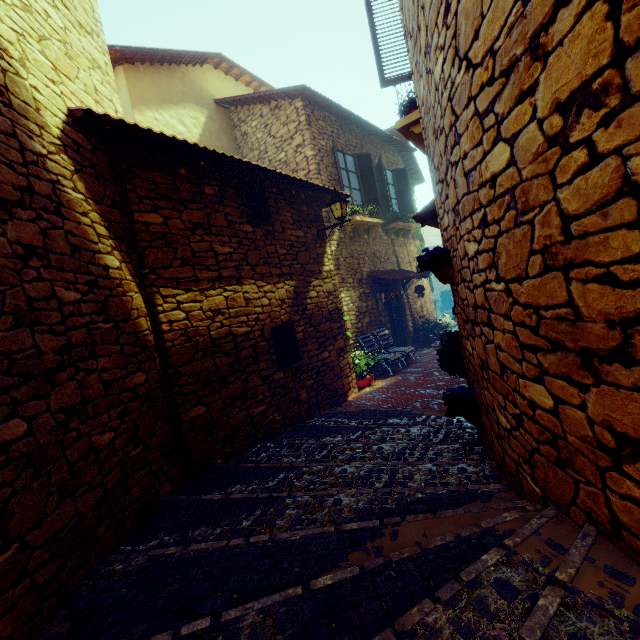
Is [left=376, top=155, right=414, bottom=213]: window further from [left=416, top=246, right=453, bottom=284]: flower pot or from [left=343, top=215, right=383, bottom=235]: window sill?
[left=416, top=246, right=453, bottom=284]: flower pot

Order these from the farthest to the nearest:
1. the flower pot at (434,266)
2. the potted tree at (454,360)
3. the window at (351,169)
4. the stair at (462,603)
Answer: the window at (351,169), the potted tree at (454,360), the flower pot at (434,266), the stair at (462,603)

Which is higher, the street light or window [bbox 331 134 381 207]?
window [bbox 331 134 381 207]

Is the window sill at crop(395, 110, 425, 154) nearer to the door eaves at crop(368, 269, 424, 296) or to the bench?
the door eaves at crop(368, 269, 424, 296)

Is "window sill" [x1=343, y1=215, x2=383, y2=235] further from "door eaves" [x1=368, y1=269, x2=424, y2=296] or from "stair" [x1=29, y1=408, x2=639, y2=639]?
"stair" [x1=29, y1=408, x2=639, y2=639]

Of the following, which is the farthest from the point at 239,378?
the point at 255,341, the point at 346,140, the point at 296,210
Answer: the point at 346,140

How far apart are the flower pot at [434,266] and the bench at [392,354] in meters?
4.7

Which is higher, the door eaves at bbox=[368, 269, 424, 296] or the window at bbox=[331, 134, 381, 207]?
the window at bbox=[331, 134, 381, 207]
